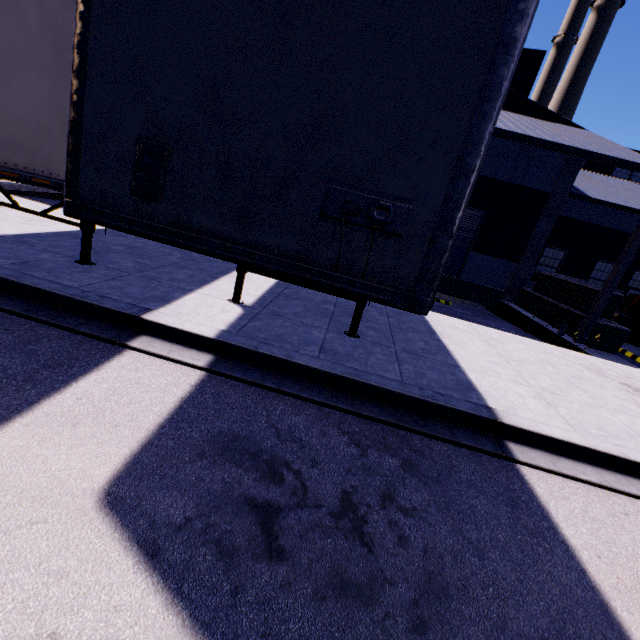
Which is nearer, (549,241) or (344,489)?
(344,489)

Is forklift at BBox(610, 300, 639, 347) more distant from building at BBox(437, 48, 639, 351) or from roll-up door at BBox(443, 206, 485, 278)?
roll-up door at BBox(443, 206, 485, 278)

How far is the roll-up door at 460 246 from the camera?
16.20m

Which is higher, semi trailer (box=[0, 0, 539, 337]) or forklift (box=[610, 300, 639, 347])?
semi trailer (box=[0, 0, 539, 337])

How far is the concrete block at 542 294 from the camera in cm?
1195

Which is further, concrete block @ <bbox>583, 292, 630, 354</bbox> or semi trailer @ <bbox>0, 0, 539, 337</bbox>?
concrete block @ <bbox>583, 292, 630, 354</bbox>

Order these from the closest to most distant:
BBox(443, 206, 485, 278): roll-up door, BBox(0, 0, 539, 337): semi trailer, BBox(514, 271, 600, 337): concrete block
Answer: BBox(0, 0, 539, 337): semi trailer < BBox(514, 271, 600, 337): concrete block < BBox(443, 206, 485, 278): roll-up door

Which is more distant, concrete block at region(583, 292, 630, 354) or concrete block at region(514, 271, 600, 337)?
concrete block at region(514, 271, 600, 337)
